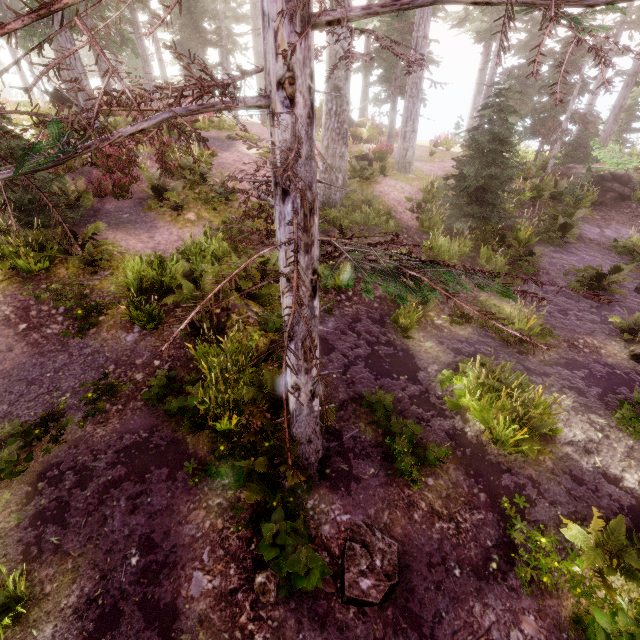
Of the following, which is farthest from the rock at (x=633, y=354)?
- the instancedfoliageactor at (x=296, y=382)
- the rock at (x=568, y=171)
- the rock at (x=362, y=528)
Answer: the rock at (x=568, y=171)

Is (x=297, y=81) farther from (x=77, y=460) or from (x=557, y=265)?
(x=557, y=265)

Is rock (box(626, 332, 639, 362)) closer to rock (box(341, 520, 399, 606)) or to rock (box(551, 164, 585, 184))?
rock (box(341, 520, 399, 606))

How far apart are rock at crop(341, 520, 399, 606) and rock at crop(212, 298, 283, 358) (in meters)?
3.36

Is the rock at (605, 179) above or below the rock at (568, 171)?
below

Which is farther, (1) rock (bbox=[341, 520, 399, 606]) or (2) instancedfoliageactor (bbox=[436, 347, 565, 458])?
(2) instancedfoliageactor (bbox=[436, 347, 565, 458])

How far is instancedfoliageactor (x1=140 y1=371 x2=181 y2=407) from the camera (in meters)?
5.79
